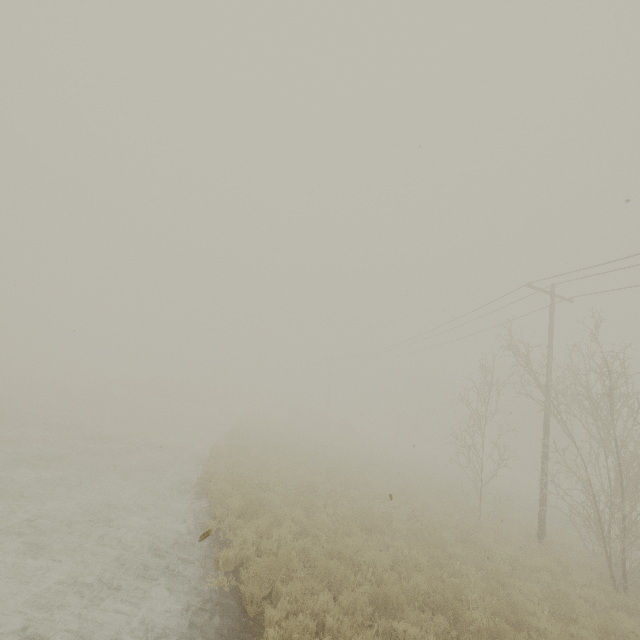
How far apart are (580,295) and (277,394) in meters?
16.0
